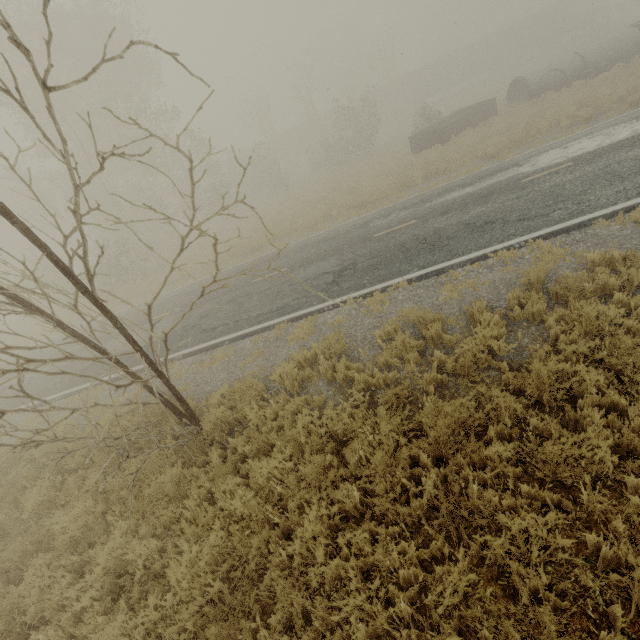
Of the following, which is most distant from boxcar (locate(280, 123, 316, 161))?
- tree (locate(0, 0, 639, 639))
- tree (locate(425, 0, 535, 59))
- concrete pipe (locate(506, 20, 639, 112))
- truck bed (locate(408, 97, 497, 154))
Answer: concrete pipe (locate(506, 20, 639, 112))

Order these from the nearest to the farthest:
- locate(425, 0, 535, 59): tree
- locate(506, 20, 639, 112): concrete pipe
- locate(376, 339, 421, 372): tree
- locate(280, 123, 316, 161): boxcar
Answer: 1. locate(376, 339, 421, 372): tree
2. locate(506, 20, 639, 112): concrete pipe
3. locate(280, 123, 316, 161): boxcar
4. locate(425, 0, 535, 59): tree

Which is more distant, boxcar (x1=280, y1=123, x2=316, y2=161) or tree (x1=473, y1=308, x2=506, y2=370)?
boxcar (x1=280, y1=123, x2=316, y2=161)

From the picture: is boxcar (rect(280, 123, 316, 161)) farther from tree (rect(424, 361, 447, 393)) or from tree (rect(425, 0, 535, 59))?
tree (rect(424, 361, 447, 393))

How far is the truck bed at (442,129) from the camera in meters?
20.5

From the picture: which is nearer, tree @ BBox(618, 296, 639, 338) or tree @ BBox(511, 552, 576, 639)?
tree @ BBox(511, 552, 576, 639)

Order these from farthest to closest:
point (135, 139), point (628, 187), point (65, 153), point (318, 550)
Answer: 1. point (135, 139)
2. point (628, 187)
3. point (318, 550)
4. point (65, 153)

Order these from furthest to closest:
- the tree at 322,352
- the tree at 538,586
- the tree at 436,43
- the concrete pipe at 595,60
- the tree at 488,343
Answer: the tree at 436,43 < the concrete pipe at 595,60 < the tree at 322,352 < the tree at 488,343 < the tree at 538,586
